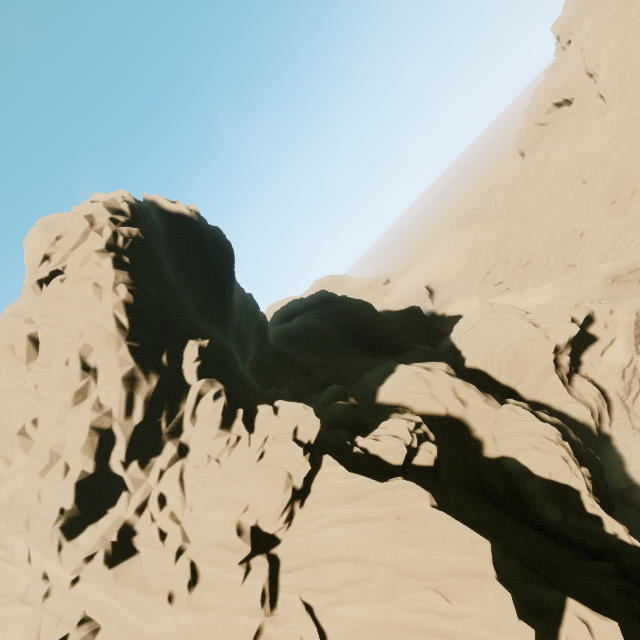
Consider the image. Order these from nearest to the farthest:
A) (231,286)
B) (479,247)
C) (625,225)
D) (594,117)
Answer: (231,286), (625,225), (594,117), (479,247)

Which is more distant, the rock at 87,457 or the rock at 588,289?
the rock at 588,289

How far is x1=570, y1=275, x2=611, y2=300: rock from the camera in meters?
41.0

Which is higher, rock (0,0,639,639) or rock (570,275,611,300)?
rock (0,0,639,639)

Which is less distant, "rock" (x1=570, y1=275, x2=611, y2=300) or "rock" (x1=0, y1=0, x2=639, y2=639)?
"rock" (x1=0, y1=0, x2=639, y2=639)

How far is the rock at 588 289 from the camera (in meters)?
40.97
